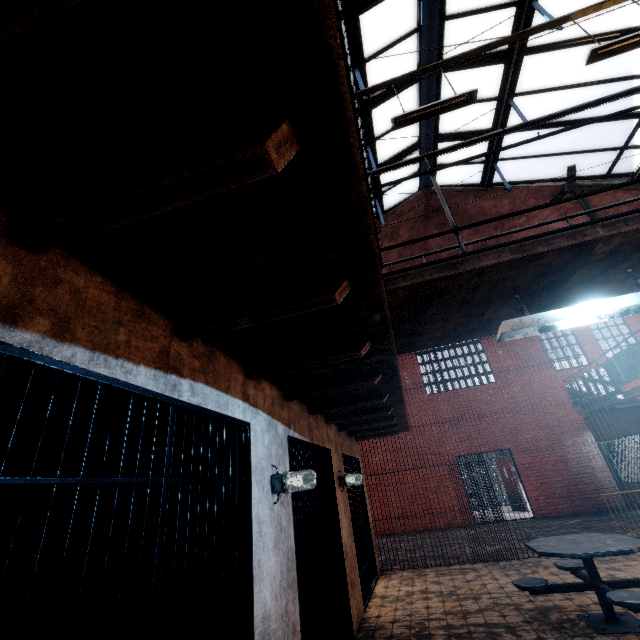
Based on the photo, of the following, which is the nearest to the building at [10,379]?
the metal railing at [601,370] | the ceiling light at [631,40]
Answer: the metal railing at [601,370]

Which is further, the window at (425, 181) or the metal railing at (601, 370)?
the window at (425, 181)

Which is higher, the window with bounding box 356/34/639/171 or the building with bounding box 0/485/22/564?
the window with bounding box 356/34/639/171

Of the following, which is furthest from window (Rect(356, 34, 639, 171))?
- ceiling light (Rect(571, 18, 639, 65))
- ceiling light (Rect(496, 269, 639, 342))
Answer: ceiling light (Rect(496, 269, 639, 342))

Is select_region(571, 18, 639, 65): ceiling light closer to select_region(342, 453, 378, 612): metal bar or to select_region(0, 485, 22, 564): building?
select_region(0, 485, 22, 564): building

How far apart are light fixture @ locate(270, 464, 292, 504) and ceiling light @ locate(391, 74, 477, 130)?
4.80m

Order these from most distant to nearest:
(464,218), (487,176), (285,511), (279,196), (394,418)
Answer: (464,218), (487,176), (394,418), (285,511), (279,196)

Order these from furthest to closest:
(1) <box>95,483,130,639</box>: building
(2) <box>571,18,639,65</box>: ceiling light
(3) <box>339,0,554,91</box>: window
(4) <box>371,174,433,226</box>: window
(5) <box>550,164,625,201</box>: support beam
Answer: A:
1. (4) <box>371,174,433,226</box>: window
2. (5) <box>550,164,625,201</box>: support beam
3. (3) <box>339,0,554,91</box>: window
4. (2) <box>571,18,639,65</box>: ceiling light
5. (1) <box>95,483,130,639</box>: building
